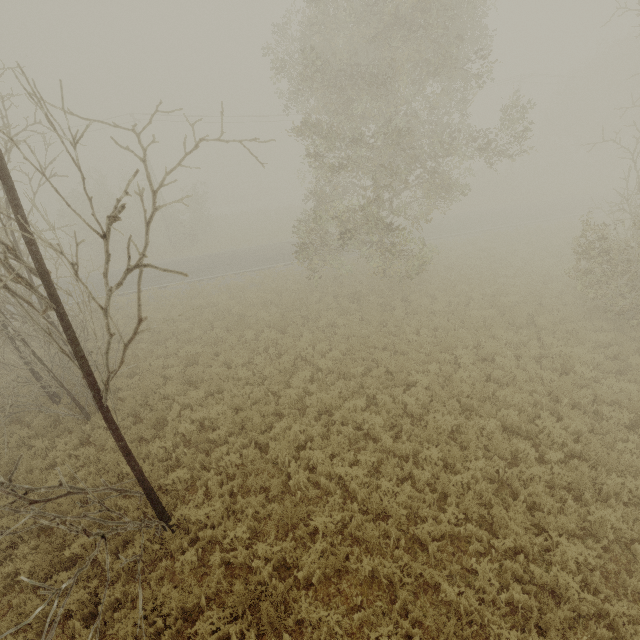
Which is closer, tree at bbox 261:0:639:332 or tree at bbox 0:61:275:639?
tree at bbox 0:61:275:639

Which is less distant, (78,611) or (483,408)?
(78,611)

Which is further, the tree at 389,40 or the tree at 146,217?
the tree at 389,40
